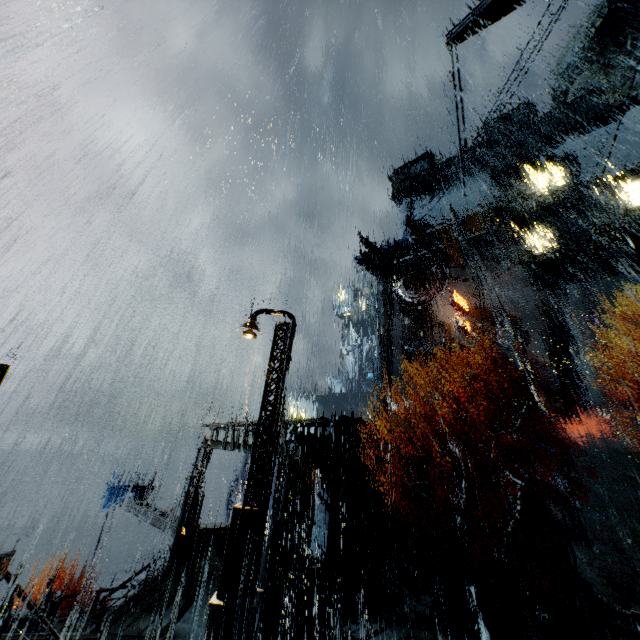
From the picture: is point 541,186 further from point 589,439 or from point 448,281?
point 589,439

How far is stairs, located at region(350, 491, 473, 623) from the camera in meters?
18.4

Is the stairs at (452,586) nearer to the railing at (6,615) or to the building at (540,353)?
the building at (540,353)

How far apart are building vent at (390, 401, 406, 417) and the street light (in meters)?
36.49

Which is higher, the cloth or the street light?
the street light

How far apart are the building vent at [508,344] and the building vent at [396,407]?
13.2 meters

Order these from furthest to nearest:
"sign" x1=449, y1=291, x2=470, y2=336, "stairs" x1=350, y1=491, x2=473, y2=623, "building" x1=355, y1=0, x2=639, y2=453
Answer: "sign" x1=449, y1=291, x2=470, y2=336, "building" x1=355, y1=0, x2=639, y2=453, "stairs" x1=350, y1=491, x2=473, y2=623
